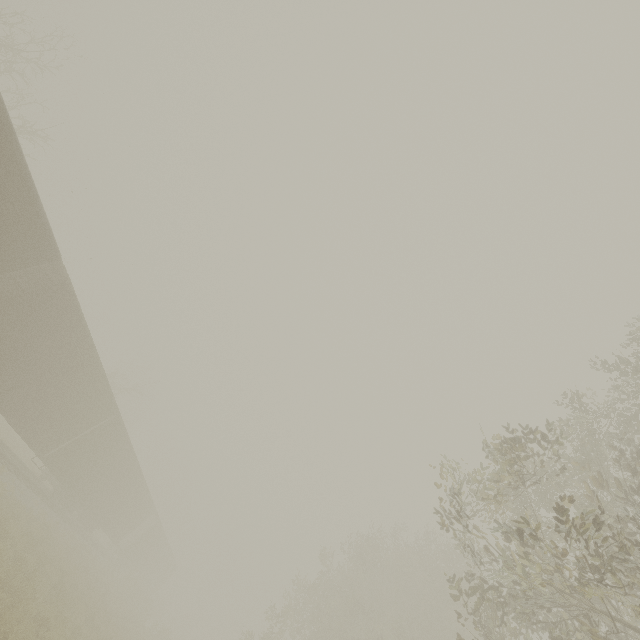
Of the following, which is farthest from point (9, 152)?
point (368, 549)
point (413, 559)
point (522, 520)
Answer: point (368, 549)

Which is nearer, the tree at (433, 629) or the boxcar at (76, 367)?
the tree at (433, 629)

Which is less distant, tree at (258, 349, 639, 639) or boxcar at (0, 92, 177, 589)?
tree at (258, 349, 639, 639)

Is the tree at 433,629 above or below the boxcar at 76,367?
above

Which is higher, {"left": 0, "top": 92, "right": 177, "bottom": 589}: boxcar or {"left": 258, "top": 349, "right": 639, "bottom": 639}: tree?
{"left": 258, "top": 349, "right": 639, "bottom": 639}: tree
